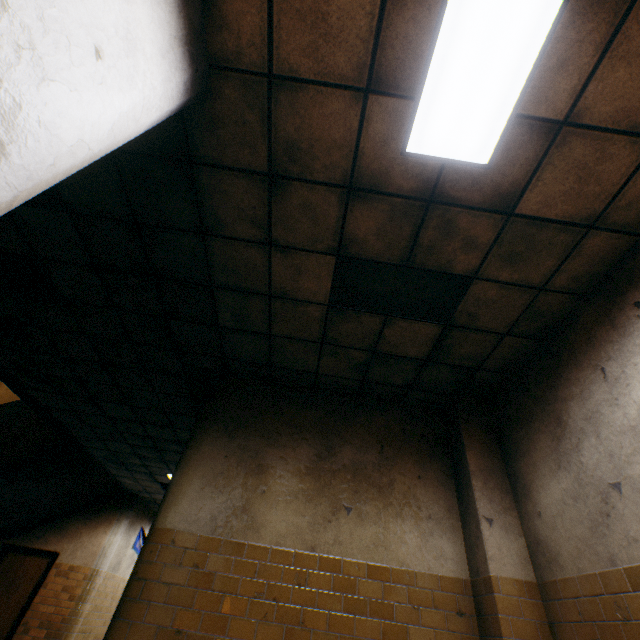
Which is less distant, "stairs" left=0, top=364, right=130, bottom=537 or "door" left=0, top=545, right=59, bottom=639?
"stairs" left=0, top=364, right=130, bottom=537

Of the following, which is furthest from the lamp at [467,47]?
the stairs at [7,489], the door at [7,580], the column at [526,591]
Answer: the door at [7,580]

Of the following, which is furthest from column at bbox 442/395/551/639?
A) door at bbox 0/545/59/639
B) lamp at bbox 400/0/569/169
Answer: door at bbox 0/545/59/639

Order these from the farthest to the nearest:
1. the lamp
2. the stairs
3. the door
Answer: the door → the stairs → the lamp

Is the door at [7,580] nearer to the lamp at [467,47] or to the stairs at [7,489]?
the stairs at [7,489]

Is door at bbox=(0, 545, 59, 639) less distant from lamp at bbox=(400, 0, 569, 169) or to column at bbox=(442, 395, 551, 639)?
column at bbox=(442, 395, 551, 639)

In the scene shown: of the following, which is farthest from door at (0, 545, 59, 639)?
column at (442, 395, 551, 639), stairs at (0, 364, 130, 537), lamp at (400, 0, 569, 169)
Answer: lamp at (400, 0, 569, 169)

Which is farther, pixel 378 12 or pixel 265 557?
pixel 265 557
